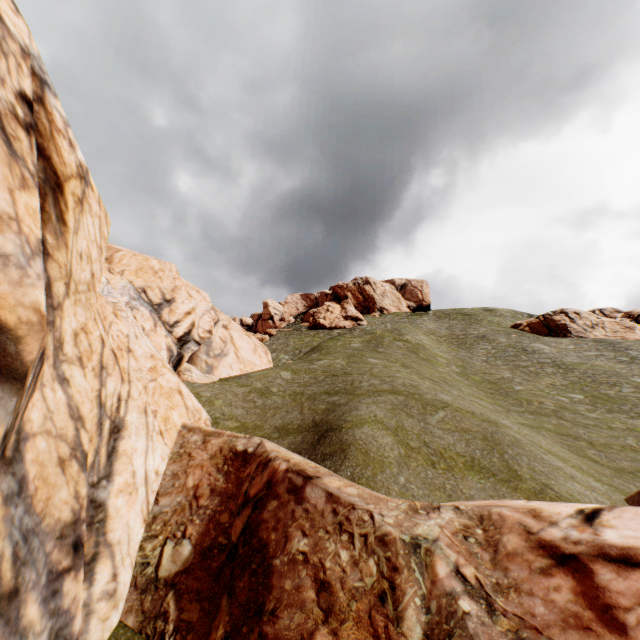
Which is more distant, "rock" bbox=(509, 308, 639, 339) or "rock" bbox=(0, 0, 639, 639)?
"rock" bbox=(509, 308, 639, 339)

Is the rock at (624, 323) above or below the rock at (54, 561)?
above

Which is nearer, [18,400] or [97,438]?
[18,400]

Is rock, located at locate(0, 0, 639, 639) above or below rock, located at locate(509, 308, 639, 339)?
below

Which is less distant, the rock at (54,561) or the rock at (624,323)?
the rock at (54,561)
